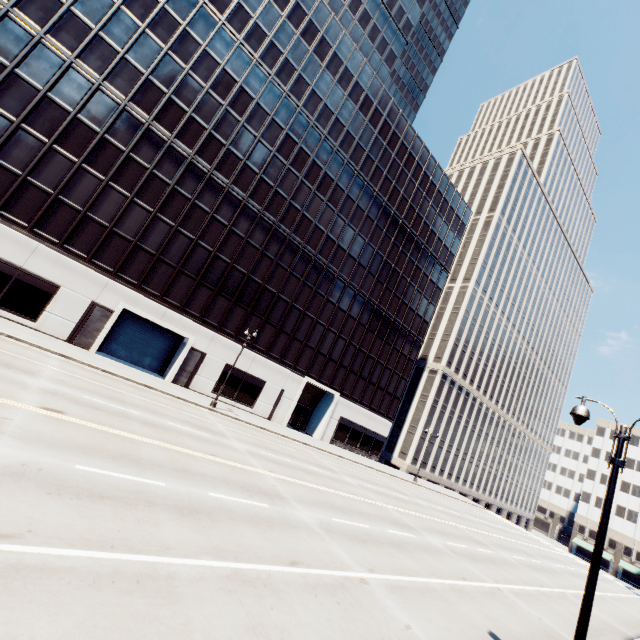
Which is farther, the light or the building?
the building

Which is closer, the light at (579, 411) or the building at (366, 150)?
the light at (579, 411)

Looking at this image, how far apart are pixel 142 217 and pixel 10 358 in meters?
16.6 m
